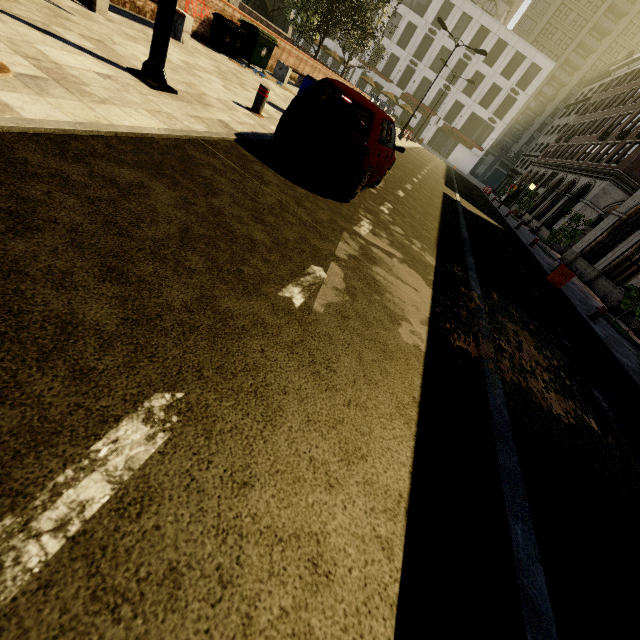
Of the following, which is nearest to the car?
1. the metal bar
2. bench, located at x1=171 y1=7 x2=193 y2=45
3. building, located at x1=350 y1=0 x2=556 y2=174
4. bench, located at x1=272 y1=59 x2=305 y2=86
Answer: the metal bar

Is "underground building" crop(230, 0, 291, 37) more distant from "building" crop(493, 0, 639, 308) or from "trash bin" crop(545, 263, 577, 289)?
"trash bin" crop(545, 263, 577, 289)

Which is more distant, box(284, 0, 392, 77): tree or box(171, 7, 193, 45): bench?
box(284, 0, 392, 77): tree

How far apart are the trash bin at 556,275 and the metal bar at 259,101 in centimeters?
1160cm

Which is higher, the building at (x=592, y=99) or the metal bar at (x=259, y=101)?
the building at (x=592, y=99)

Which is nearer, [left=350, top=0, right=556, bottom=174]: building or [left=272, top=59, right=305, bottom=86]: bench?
[left=272, top=59, right=305, bottom=86]: bench

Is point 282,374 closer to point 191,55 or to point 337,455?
point 337,455

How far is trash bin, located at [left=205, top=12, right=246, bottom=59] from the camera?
9.7 meters
